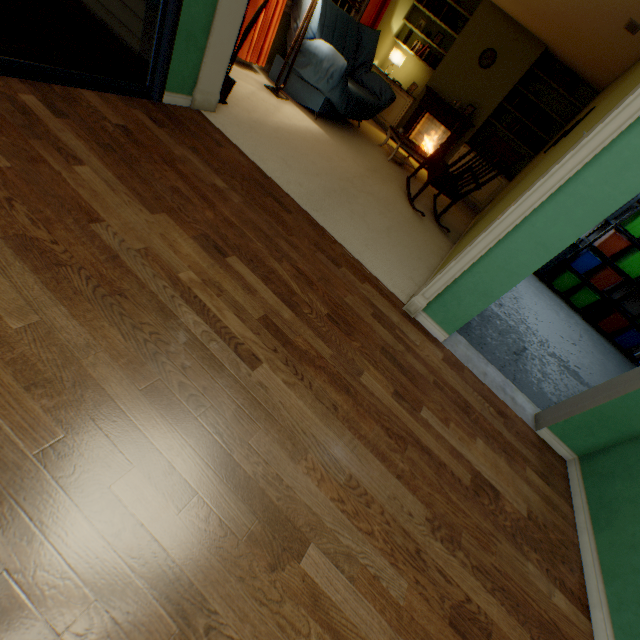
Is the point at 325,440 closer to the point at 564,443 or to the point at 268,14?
the point at 564,443

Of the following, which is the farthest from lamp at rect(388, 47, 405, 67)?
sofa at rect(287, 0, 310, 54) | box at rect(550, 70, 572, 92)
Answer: box at rect(550, 70, 572, 92)

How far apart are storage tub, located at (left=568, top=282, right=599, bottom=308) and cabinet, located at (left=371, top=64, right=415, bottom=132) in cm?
501

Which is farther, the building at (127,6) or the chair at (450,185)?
the chair at (450,185)

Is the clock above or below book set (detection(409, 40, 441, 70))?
above

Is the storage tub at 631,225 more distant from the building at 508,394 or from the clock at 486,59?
the building at 508,394

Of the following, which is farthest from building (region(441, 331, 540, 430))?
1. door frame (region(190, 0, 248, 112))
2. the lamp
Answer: the lamp

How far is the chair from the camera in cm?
342
